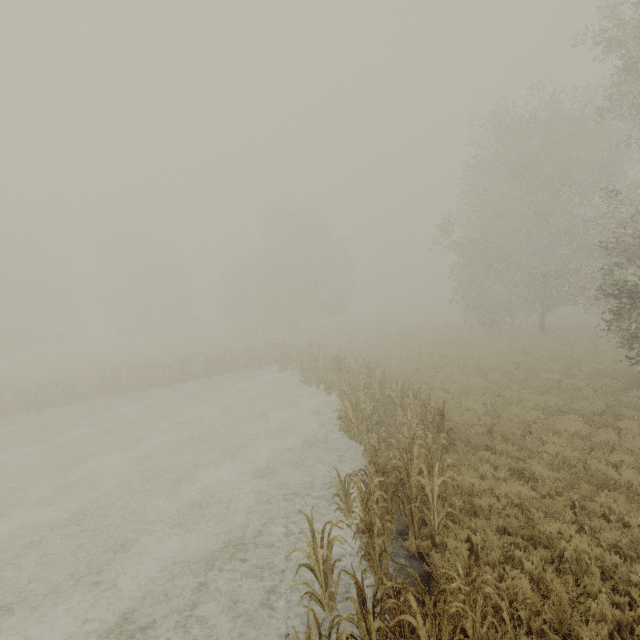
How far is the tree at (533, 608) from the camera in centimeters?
467cm

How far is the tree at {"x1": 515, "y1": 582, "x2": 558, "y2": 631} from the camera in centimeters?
467cm

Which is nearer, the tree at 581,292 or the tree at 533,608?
the tree at 533,608

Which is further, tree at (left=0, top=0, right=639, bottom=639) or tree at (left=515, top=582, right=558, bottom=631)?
tree at (left=0, top=0, right=639, bottom=639)

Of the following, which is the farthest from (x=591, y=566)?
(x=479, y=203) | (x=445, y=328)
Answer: (x=445, y=328)
